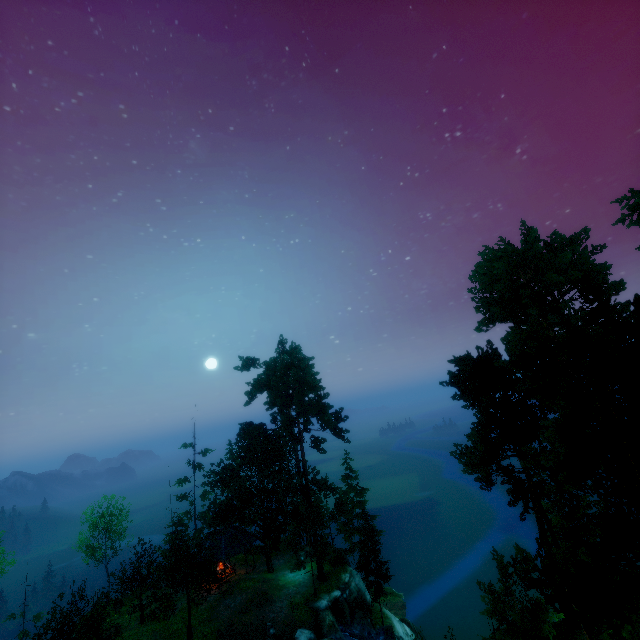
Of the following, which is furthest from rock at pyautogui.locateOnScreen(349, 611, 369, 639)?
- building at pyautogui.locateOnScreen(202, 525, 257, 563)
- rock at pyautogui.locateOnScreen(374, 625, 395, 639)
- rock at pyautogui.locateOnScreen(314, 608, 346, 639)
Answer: building at pyautogui.locateOnScreen(202, 525, 257, 563)

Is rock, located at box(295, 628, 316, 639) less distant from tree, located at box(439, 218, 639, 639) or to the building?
tree, located at box(439, 218, 639, 639)

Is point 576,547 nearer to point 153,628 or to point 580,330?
point 580,330

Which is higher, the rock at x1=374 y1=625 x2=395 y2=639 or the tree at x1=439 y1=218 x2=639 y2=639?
the tree at x1=439 y1=218 x2=639 y2=639

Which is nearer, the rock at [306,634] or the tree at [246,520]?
the rock at [306,634]

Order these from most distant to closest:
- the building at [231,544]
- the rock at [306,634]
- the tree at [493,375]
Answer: the building at [231,544]
the rock at [306,634]
the tree at [493,375]

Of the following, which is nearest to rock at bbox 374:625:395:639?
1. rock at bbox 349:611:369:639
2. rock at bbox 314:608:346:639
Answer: rock at bbox 349:611:369:639
